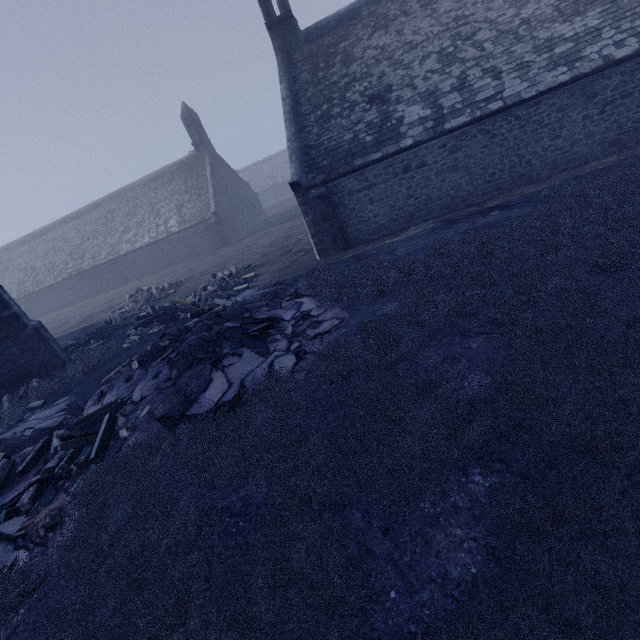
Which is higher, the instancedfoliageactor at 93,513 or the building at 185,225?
the building at 185,225

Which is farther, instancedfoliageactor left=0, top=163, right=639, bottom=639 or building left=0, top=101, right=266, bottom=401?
building left=0, top=101, right=266, bottom=401

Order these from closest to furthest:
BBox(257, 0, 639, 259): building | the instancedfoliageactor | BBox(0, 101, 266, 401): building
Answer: the instancedfoliageactor < BBox(257, 0, 639, 259): building < BBox(0, 101, 266, 401): building

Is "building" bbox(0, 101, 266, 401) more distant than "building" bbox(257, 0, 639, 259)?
Yes

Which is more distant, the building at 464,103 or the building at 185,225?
the building at 185,225

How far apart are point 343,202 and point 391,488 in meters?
11.6

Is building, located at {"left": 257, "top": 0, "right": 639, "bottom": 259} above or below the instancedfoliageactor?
above

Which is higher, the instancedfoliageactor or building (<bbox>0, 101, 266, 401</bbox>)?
building (<bbox>0, 101, 266, 401</bbox>)
